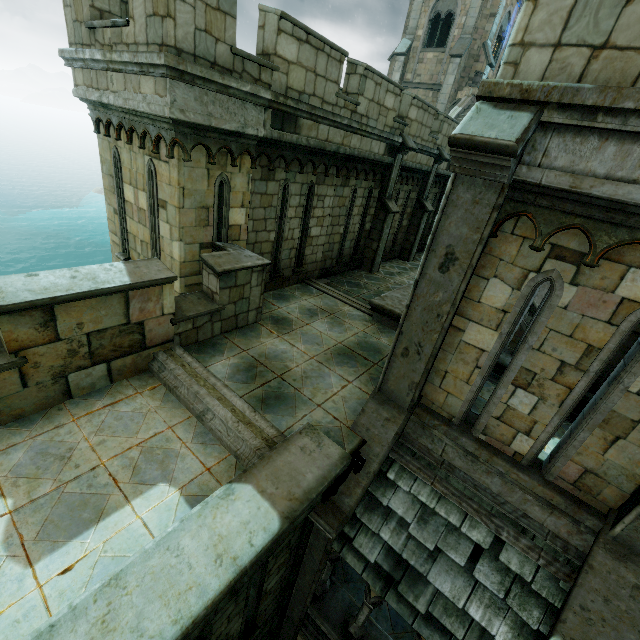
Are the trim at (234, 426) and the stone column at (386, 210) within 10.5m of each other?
yes

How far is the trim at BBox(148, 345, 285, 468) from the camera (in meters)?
4.58

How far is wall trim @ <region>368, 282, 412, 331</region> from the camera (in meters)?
8.35

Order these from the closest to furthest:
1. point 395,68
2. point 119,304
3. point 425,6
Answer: point 119,304, point 425,6, point 395,68

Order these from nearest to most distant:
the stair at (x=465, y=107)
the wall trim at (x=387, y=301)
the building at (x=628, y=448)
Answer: the building at (x=628, y=448) < the wall trim at (x=387, y=301) < the stair at (x=465, y=107)

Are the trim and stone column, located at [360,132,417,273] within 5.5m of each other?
no

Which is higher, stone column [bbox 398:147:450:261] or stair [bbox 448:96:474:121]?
stair [bbox 448:96:474:121]

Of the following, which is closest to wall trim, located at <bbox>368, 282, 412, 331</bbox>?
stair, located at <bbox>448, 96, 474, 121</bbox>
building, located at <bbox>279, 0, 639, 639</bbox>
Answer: building, located at <bbox>279, 0, 639, 639</bbox>
